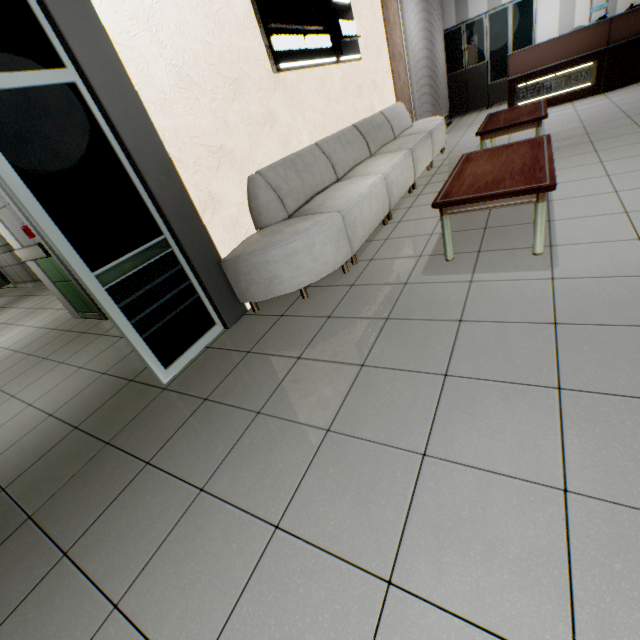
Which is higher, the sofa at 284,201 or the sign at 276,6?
the sign at 276,6

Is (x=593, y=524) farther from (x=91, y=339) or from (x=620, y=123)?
(x=620, y=123)

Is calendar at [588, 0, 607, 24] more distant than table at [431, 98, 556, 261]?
Yes

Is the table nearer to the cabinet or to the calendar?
the cabinet

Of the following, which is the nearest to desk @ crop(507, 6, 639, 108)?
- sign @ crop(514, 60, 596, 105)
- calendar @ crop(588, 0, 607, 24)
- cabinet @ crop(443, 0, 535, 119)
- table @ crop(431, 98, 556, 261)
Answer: sign @ crop(514, 60, 596, 105)

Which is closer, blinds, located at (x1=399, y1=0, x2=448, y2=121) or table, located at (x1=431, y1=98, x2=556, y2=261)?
table, located at (x1=431, y1=98, x2=556, y2=261)

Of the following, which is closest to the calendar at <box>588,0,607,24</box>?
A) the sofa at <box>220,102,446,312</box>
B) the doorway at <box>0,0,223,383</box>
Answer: the sofa at <box>220,102,446,312</box>

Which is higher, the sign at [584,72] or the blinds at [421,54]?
the blinds at [421,54]
